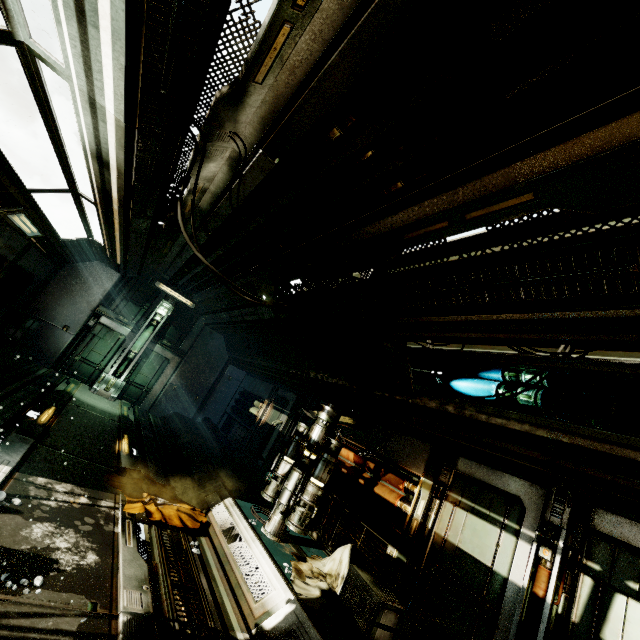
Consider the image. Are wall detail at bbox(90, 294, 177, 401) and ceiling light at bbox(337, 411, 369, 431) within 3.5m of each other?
no

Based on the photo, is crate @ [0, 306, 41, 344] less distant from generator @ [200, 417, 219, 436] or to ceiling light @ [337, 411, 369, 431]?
generator @ [200, 417, 219, 436]

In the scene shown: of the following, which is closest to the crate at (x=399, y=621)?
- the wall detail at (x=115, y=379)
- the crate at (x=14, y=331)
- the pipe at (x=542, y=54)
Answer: the pipe at (x=542, y=54)

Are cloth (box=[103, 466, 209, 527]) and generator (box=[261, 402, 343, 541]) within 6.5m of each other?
yes

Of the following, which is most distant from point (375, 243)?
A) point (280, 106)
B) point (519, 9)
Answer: point (519, 9)

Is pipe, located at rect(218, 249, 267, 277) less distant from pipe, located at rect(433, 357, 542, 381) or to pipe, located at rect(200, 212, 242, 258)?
pipe, located at rect(200, 212, 242, 258)

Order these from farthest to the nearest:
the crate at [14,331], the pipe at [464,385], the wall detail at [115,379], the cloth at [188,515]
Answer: the wall detail at [115,379] → the crate at [14,331] → the cloth at [188,515] → the pipe at [464,385]

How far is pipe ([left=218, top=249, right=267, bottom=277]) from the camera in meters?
6.3 m
